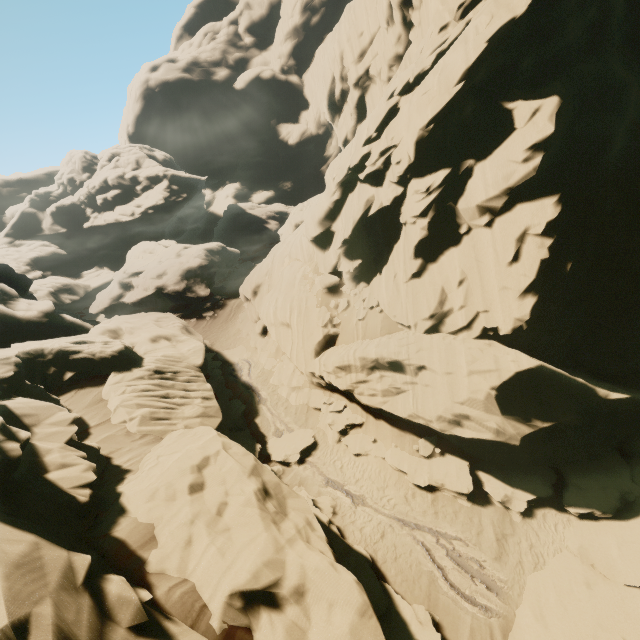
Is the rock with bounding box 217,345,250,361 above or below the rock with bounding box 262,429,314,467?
above

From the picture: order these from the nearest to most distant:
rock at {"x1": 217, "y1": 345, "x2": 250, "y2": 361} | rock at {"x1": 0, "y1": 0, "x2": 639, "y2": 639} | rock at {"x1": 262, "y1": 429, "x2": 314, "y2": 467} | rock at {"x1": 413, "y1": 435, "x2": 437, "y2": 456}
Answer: rock at {"x1": 0, "y1": 0, "x2": 639, "y2": 639}
rock at {"x1": 413, "y1": 435, "x2": 437, "y2": 456}
rock at {"x1": 262, "y1": 429, "x2": 314, "y2": 467}
rock at {"x1": 217, "y1": 345, "x2": 250, "y2": 361}

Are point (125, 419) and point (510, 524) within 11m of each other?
no

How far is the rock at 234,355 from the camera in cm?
2709

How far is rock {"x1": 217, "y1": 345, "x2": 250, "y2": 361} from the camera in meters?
27.1 m

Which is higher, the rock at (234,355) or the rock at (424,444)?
the rock at (234,355)

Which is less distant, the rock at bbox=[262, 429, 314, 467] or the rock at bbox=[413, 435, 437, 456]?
the rock at bbox=[413, 435, 437, 456]
